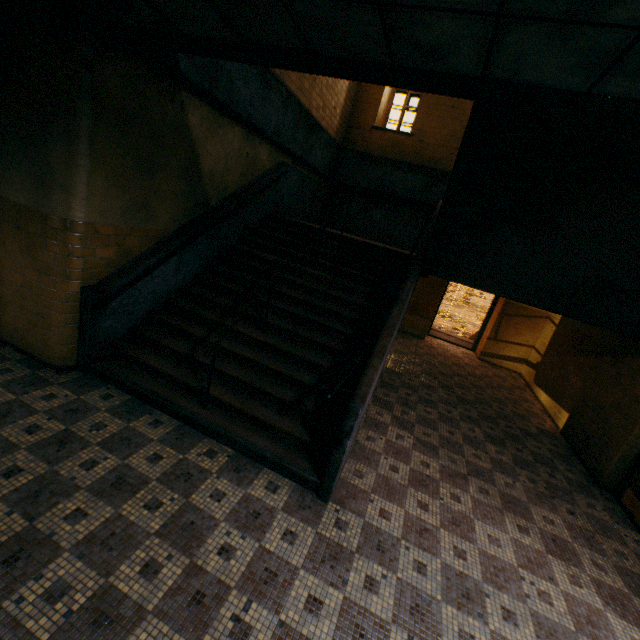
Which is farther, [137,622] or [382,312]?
[382,312]

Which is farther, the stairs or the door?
the door

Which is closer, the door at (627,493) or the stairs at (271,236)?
the stairs at (271,236)
